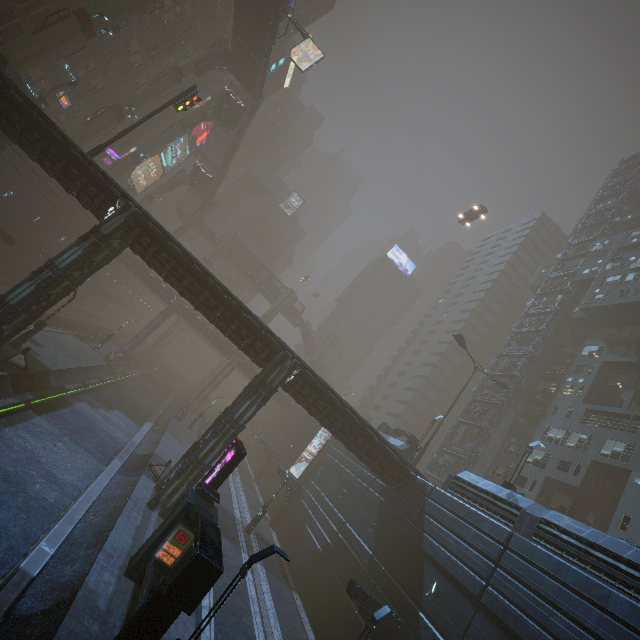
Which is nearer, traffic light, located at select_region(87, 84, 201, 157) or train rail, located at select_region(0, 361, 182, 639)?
train rail, located at select_region(0, 361, 182, 639)

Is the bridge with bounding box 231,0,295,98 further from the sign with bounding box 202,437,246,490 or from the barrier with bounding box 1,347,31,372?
the sign with bounding box 202,437,246,490

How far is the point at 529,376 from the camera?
40.1 meters

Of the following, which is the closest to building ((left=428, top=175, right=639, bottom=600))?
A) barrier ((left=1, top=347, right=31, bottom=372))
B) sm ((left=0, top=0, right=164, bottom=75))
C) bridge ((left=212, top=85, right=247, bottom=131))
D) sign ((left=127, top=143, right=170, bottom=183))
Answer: sign ((left=127, top=143, right=170, bottom=183))

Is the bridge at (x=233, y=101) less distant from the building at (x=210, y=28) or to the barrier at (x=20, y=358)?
the building at (x=210, y=28)

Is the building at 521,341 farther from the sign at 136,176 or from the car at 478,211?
the car at 478,211

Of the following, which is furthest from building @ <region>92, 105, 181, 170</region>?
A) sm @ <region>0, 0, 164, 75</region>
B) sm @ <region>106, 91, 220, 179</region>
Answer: sm @ <region>0, 0, 164, 75</region>

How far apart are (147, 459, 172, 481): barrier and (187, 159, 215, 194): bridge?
48.79m
